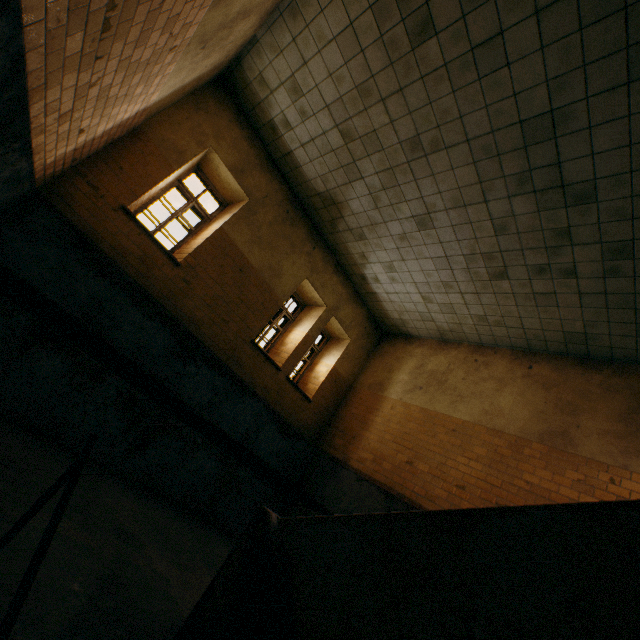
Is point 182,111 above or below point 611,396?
below
